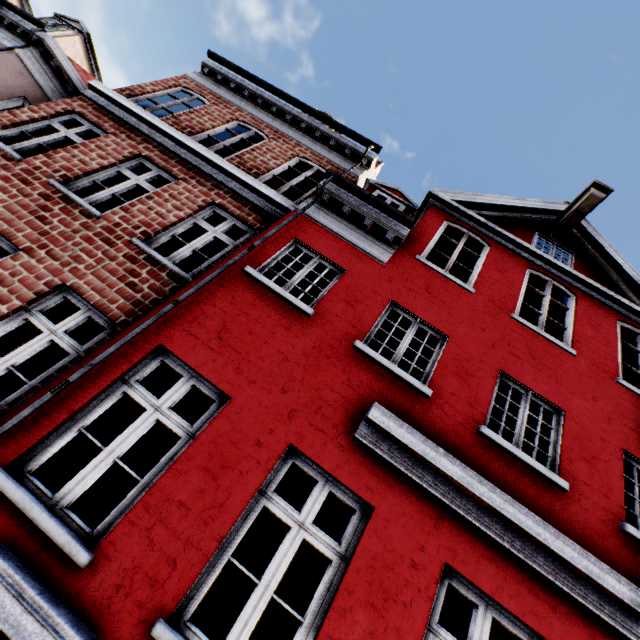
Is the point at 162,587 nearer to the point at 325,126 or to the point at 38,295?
the point at 38,295
